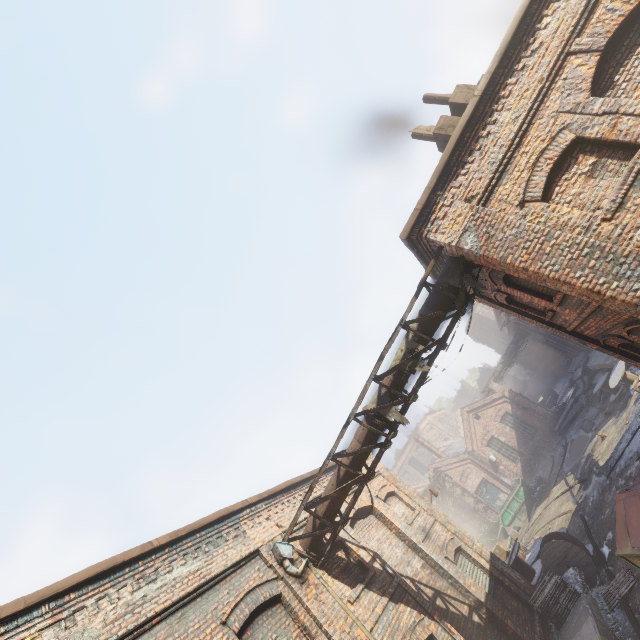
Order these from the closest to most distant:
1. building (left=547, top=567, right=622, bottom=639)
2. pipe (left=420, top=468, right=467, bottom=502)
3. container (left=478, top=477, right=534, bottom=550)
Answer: building (left=547, top=567, right=622, bottom=639)
container (left=478, top=477, right=534, bottom=550)
pipe (left=420, top=468, right=467, bottom=502)

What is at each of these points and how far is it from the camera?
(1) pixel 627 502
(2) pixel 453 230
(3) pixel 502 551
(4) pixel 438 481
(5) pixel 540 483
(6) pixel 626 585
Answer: (1) trash container, 7.3 meters
(2) building, 6.5 meters
(3) carton, 13.4 meters
(4) pipe, 30.2 meters
(5) trash bag, 22.5 meters
(6) pallet, 9.1 meters

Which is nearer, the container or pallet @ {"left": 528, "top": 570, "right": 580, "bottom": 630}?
pallet @ {"left": 528, "top": 570, "right": 580, "bottom": 630}

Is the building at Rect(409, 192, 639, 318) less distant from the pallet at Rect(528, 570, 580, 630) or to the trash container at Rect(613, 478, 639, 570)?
the trash container at Rect(613, 478, 639, 570)

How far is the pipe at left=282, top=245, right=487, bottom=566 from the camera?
7.0 meters

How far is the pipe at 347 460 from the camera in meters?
7.0

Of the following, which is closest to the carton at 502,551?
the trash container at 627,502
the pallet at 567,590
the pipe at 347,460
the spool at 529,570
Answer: the spool at 529,570

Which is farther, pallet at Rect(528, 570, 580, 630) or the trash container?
pallet at Rect(528, 570, 580, 630)
